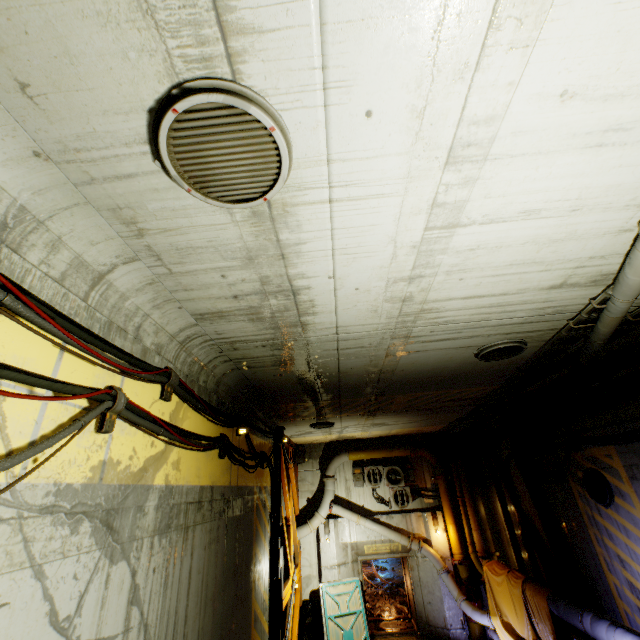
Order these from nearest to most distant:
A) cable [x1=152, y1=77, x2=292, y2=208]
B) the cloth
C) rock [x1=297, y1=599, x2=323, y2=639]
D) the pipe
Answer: cable [x1=152, y1=77, x2=292, y2=208] → the pipe → the cloth → rock [x1=297, y1=599, x2=323, y2=639]

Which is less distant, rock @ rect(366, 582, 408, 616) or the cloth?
the cloth

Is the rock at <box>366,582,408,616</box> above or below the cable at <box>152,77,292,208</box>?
below

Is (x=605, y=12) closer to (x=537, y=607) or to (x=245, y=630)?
(x=245, y=630)

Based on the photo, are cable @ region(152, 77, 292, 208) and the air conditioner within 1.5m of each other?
no

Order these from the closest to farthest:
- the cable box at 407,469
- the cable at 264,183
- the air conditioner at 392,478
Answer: the cable at 264,183
the air conditioner at 392,478
the cable box at 407,469

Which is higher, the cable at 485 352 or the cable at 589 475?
the cable at 485 352

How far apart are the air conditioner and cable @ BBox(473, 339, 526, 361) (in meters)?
9.82
